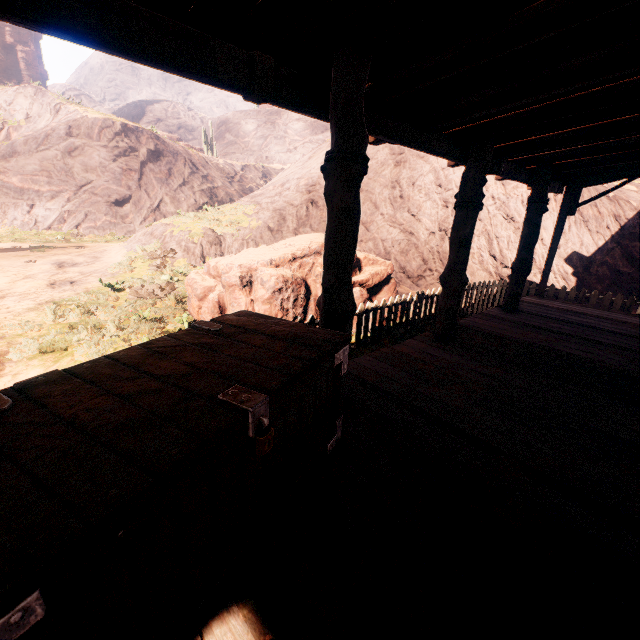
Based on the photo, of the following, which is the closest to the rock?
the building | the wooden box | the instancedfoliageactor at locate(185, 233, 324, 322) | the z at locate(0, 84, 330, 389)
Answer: the z at locate(0, 84, 330, 389)

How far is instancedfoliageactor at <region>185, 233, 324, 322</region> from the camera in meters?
6.5 m

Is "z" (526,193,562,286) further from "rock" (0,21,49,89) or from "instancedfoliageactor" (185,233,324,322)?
"rock" (0,21,49,89)

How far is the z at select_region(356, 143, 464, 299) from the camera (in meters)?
12.16

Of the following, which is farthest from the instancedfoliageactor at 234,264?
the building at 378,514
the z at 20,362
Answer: the building at 378,514

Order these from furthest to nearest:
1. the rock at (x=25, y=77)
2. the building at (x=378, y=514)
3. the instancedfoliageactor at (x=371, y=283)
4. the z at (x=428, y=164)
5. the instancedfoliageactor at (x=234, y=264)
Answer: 1. the rock at (x=25, y=77)
2. the z at (x=428, y=164)
3. the instancedfoliageactor at (x=371, y=283)
4. the instancedfoliageactor at (x=234, y=264)
5. the building at (x=378, y=514)

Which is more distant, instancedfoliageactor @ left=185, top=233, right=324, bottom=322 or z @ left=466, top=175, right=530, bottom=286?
z @ left=466, top=175, right=530, bottom=286

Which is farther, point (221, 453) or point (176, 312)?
point (176, 312)
